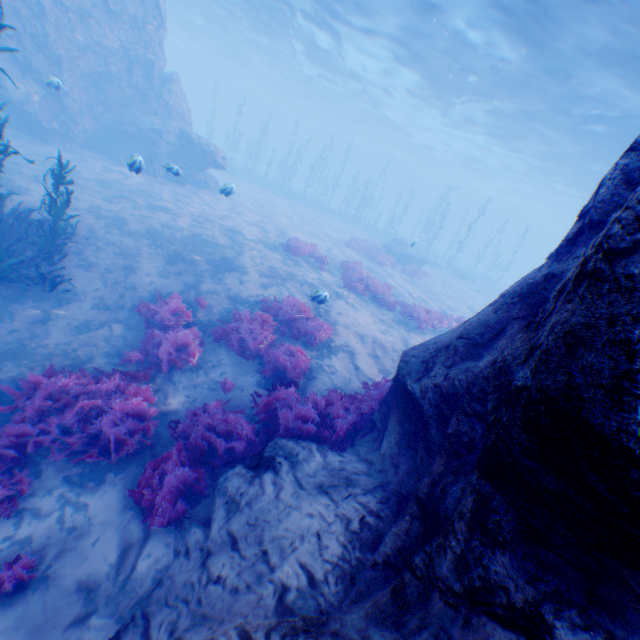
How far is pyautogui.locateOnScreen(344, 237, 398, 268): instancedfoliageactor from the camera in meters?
22.5

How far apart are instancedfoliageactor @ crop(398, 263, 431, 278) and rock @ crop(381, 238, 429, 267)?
2.5m

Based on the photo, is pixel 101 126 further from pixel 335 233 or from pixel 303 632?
pixel 303 632

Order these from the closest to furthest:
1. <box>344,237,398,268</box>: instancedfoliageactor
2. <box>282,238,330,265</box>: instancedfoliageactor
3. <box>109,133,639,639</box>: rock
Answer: <box>109,133,639,639</box>: rock, <box>282,238,330,265</box>: instancedfoliageactor, <box>344,237,398,268</box>: instancedfoliageactor

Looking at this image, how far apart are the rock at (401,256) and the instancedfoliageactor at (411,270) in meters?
2.5

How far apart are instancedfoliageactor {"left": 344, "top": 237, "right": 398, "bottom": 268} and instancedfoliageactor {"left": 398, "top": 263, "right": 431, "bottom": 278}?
3.33m

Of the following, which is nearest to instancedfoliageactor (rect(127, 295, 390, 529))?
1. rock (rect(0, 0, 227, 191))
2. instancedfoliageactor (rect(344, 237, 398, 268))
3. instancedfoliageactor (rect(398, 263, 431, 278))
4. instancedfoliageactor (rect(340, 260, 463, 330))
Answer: rock (rect(0, 0, 227, 191))

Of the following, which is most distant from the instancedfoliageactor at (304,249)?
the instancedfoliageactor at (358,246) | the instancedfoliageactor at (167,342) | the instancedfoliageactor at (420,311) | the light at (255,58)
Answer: the light at (255,58)
